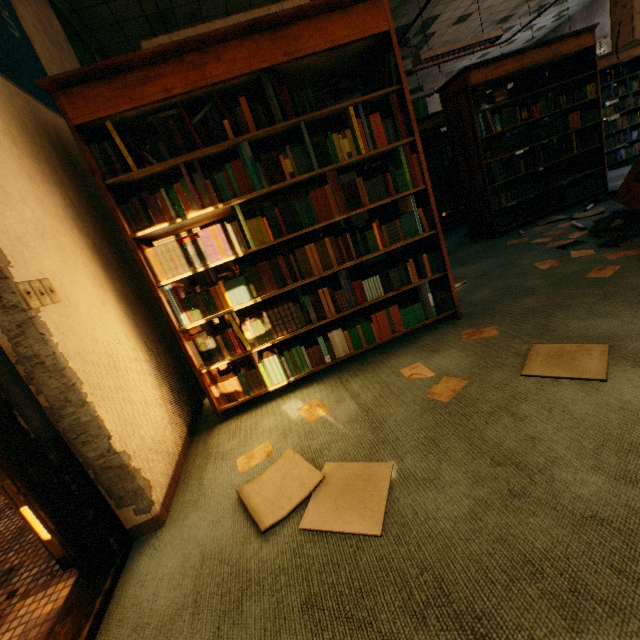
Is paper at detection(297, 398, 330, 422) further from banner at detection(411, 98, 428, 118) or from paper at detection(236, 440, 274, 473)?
banner at detection(411, 98, 428, 118)

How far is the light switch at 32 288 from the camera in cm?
123

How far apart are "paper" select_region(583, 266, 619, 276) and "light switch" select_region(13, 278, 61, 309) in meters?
3.4 m

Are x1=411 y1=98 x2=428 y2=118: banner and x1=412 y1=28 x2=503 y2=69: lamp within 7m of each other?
yes

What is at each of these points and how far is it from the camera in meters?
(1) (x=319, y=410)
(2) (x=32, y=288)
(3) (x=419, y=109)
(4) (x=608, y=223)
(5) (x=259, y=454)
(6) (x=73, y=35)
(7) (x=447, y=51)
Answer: (1) paper, 2.0
(2) light switch, 1.3
(3) banner, 10.2
(4) book, 3.2
(5) paper, 1.8
(6) banner, 3.3
(7) lamp, 5.1

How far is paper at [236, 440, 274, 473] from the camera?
1.74m

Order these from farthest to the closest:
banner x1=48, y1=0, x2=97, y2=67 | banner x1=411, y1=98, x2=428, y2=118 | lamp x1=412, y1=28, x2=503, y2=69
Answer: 1. banner x1=411, y1=98, x2=428, y2=118
2. lamp x1=412, y1=28, x2=503, y2=69
3. banner x1=48, y1=0, x2=97, y2=67

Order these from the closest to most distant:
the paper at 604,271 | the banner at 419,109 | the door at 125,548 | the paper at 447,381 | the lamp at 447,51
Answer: the door at 125,548, the paper at 447,381, the paper at 604,271, the lamp at 447,51, the banner at 419,109
